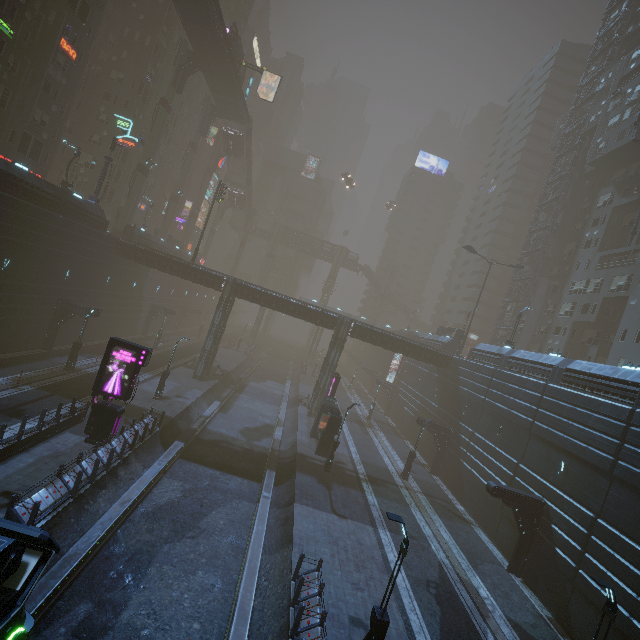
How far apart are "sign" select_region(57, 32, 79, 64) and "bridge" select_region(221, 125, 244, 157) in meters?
24.5

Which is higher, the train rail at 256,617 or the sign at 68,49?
the sign at 68,49

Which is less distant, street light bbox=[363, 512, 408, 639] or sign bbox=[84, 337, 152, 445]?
street light bbox=[363, 512, 408, 639]

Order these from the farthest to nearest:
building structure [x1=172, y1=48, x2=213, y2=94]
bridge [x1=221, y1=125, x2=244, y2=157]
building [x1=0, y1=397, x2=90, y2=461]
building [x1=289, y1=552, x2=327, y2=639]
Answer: bridge [x1=221, y1=125, x2=244, y2=157]
building structure [x1=172, y1=48, x2=213, y2=94]
building [x1=0, y1=397, x2=90, y2=461]
building [x1=289, y1=552, x2=327, y2=639]

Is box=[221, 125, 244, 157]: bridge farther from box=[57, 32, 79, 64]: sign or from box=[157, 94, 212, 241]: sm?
box=[57, 32, 79, 64]: sign

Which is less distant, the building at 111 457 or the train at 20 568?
the train at 20 568

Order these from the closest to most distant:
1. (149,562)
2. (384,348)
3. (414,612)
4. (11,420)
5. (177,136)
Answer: (149,562) < (414,612) < (11,420) < (384,348) < (177,136)

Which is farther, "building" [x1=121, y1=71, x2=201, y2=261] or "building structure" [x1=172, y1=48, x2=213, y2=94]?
"building structure" [x1=172, y1=48, x2=213, y2=94]
